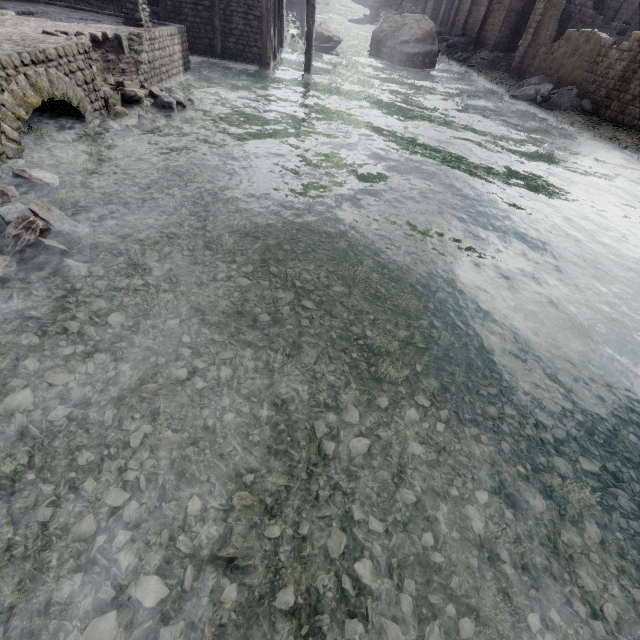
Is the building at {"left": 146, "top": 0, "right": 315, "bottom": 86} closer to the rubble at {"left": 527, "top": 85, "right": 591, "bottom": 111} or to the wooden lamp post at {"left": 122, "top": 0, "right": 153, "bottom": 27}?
the rubble at {"left": 527, "top": 85, "right": 591, "bottom": 111}

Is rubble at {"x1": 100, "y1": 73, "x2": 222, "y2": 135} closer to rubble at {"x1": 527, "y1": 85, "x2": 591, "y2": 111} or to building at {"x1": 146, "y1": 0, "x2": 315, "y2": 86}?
building at {"x1": 146, "y1": 0, "x2": 315, "y2": 86}

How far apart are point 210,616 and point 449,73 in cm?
3778

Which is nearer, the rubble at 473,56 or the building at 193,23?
the building at 193,23

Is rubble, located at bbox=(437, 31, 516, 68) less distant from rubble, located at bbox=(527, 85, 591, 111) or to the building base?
rubble, located at bbox=(527, 85, 591, 111)

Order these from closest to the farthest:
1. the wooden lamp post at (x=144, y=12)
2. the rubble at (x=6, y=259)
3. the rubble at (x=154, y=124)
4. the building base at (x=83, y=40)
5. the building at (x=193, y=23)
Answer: the rubble at (x=6, y=259) < the building base at (x=83, y=40) < the rubble at (x=154, y=124) < the wooden lamp post at (x=144, y=12) < the building at (x=193, y=23)

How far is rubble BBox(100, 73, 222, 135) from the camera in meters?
9.0 m

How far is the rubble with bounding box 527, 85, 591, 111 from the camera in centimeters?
1969cm
